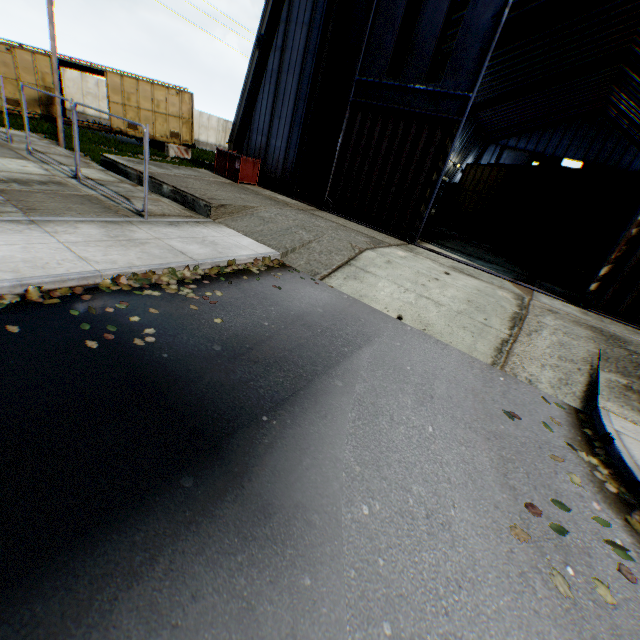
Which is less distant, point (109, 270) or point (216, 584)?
point (216, 584)

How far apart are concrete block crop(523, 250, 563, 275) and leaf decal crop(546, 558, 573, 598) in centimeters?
1448cm

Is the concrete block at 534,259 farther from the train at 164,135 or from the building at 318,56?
the train at 164,135

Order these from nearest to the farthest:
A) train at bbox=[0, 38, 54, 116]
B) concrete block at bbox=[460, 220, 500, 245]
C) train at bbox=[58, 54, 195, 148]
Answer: train at bbox=[0, 38, 54, 116] < concrete block at bbox=[460, 220, 500, 245] < train at bbox=[58, 54, 195, 148]

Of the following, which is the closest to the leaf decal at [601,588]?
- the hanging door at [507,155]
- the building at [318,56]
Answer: the building at [318,56]

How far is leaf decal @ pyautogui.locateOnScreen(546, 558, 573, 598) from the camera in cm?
279

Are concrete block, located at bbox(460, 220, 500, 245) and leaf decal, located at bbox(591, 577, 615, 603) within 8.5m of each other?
no

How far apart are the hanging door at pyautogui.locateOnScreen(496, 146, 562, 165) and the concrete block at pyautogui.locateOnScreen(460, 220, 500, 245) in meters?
35.9
